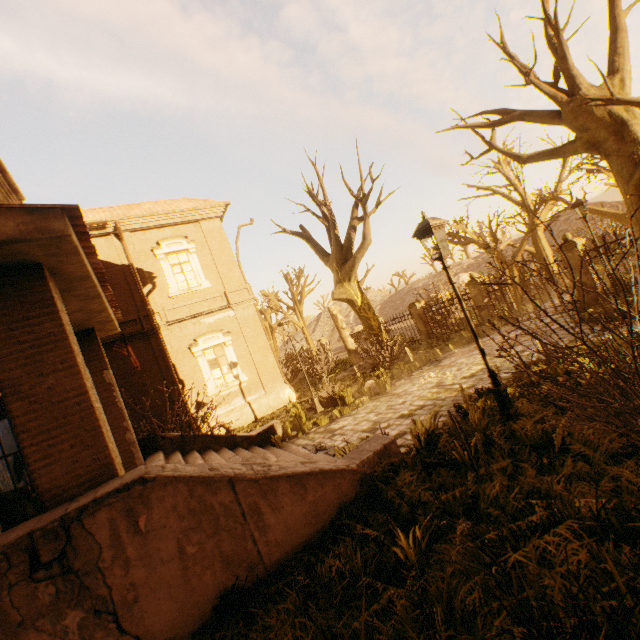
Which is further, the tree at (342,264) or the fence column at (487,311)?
the fence column at (487,311)

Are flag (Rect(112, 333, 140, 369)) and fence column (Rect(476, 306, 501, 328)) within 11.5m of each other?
no

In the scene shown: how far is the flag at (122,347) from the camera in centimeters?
811cm

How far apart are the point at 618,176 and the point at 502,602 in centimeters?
1080cm

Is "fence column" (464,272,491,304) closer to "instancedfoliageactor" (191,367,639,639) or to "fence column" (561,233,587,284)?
"fence column" (561,233,587,284)

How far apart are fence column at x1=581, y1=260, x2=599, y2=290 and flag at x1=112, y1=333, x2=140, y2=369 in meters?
14.2 m

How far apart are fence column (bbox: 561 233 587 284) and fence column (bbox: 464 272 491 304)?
3.31m

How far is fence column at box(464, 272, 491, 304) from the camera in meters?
14.7 m
